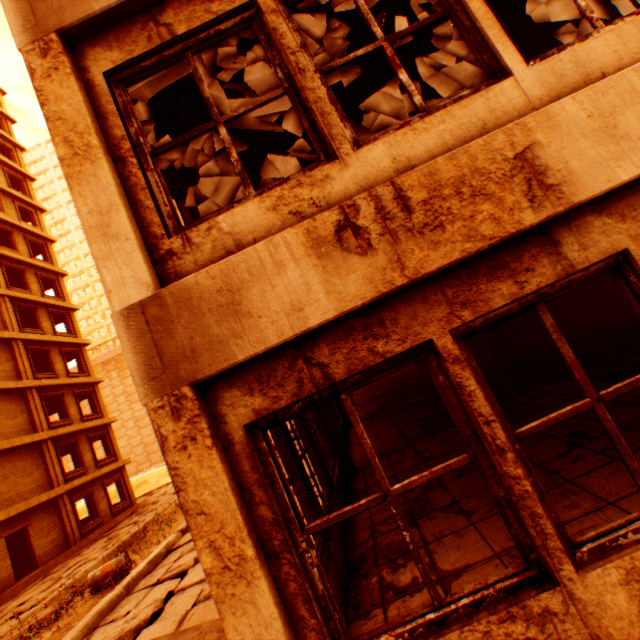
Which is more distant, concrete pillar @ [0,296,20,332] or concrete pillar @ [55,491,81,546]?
concrete pillar @ [0,296,20,332]

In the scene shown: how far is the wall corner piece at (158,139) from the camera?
3.42m

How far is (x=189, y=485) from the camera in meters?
2.0

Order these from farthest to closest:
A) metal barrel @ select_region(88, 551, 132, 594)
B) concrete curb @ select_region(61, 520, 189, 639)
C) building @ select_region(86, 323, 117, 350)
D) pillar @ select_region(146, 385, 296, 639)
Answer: building @ select_region(86, 323, 117, 350)
metal barrel @ select_region(88, 551, 132, 594)
concrete curb @ select_region(61, 520, 189, 639)
pillar @ select_region(146, 385, 296, 639)

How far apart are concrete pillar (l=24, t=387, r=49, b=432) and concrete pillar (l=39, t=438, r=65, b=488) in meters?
0.4

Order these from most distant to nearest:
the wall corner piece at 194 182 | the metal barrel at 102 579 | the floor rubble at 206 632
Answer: the metal barrel at 102 579, the wall corner piece at 194 182, the floor rubble at 206 632

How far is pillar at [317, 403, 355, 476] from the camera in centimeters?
657cm

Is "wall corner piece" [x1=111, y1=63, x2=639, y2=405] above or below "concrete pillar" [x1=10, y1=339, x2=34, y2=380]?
below
